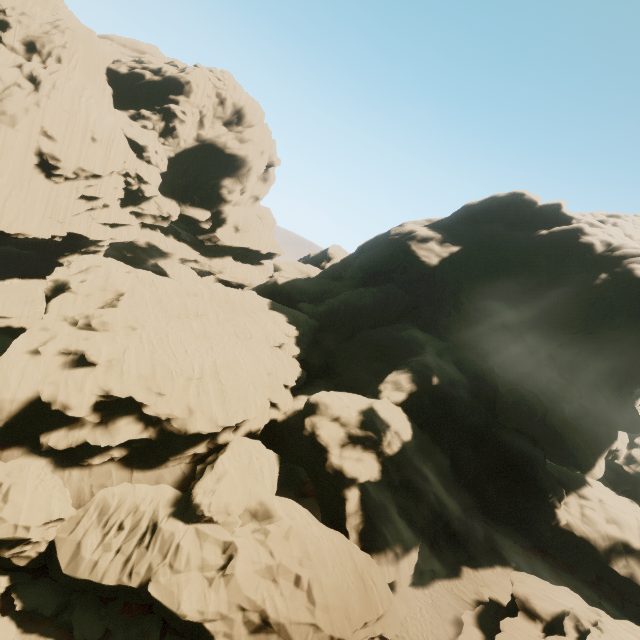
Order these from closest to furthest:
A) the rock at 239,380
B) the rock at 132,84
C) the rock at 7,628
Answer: the rock at 7,628 < the rock at 239,380 < the rock at 132,84

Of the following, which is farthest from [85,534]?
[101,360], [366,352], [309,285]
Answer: [309,285]

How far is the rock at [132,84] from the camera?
59.7 meters

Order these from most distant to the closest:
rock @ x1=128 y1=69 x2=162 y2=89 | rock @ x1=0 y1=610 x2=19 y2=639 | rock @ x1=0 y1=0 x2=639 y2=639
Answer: rock @ x1=128 y1=69 x2=162 y2=89 < rock @ x1=0 y1=0 x2=639 y2=639 < rock @ x1=0 y1=610 x2=19 y2=639

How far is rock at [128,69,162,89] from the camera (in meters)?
59.66

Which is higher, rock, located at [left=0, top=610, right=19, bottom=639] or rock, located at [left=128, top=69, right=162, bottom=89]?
rock, located at [left=128, top=69, right=162, bottom=89]

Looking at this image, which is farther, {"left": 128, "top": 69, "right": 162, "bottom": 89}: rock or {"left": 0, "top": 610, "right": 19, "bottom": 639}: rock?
{"left": 128, "top": 69, "right": 162, "bottom": 89}: rock
